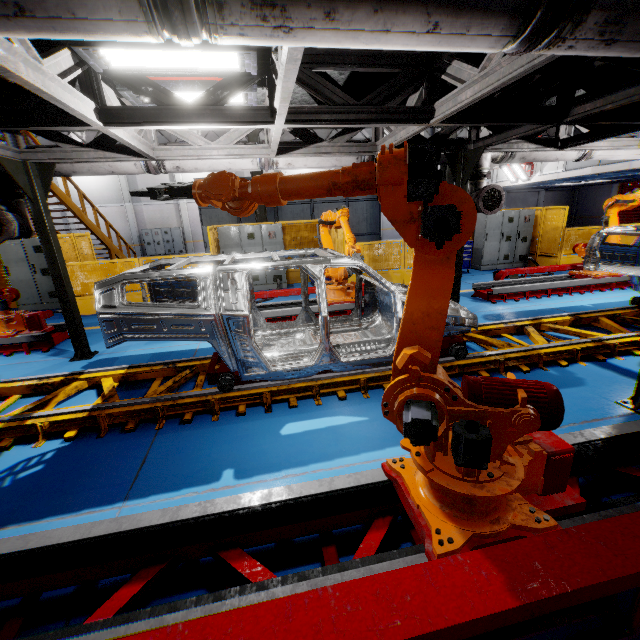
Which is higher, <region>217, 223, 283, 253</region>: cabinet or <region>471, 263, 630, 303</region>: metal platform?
<region>217, 223, 283, 253</region>: cabinet

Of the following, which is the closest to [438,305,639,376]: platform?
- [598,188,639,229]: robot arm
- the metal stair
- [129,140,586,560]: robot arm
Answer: [598,188,639,229]: robot arm

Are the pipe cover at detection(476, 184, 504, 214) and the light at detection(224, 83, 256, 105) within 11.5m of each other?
yes

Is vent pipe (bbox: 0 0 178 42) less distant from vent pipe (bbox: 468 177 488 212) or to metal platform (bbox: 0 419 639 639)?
metal platform (bbox: 0 419 639 639)

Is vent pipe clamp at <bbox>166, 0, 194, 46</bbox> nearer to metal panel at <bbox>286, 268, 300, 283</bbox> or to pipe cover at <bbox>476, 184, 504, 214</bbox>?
metal panel at <bbox>286, 268, 300, 283</bbox>

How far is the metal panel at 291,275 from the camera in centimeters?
1194cm

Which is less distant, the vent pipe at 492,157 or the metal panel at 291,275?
the vent pipe at 492,157

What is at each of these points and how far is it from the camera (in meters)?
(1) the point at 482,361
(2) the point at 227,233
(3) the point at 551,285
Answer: (1) platform, 4.61
(2) cabinet, 10.44
(3) metal platform, 8.27
